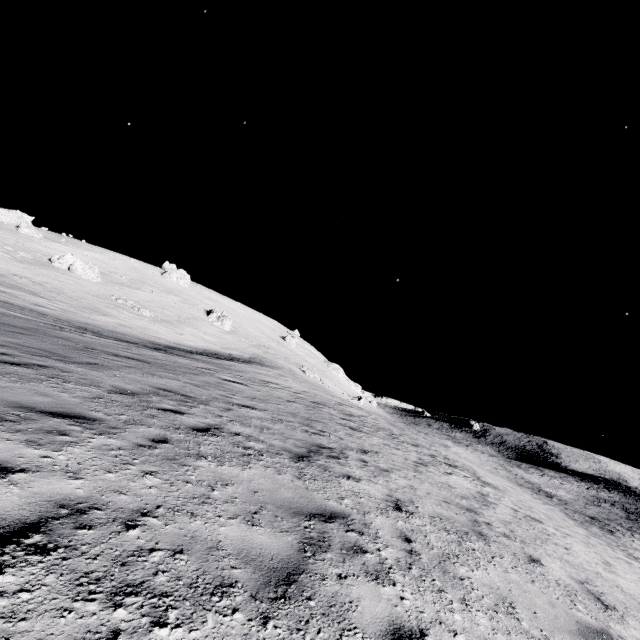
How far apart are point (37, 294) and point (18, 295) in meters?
4.1

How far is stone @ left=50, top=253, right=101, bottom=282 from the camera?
49.8 meters

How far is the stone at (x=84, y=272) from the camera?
49.78m
